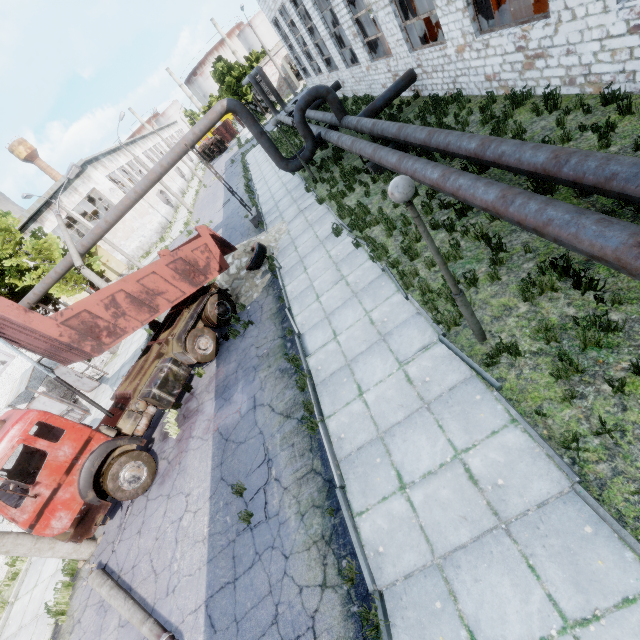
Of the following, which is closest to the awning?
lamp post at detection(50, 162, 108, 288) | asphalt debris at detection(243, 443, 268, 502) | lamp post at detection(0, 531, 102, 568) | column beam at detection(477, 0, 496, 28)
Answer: lamp post at detection(50, 162, 108, 288)

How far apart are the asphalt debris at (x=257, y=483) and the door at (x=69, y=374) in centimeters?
1512cm

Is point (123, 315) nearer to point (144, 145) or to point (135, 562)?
point (135, 562)

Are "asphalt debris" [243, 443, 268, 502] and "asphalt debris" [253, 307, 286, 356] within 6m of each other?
→ yes

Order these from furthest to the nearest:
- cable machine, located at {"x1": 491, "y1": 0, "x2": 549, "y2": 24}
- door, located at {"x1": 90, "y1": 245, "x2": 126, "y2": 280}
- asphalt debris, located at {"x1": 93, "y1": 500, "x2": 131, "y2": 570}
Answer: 1. door, located at {"x1": 90, "y1": 245, "x2": 126, "y2": 280}
2. cable machine, located at {"x1": 491, "y1": 0, "x2": 549, "y2": 24}
3. asphalt debris, located at {"x1": 93, "y1": 500, "x2": 131, "y2": 570}

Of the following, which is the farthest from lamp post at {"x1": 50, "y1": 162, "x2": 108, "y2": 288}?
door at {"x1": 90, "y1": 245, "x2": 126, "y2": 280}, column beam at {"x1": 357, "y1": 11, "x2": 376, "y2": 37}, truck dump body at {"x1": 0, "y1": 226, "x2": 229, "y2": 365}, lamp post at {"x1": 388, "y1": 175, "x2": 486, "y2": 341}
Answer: door at {"x1": 90, "y1": 245, "x2": 126, "y2": 280}

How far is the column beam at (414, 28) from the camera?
13.6m

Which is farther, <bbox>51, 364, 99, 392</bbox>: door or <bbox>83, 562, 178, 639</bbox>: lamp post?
<bbox>51, 364, 99, 392</bbox>: door
